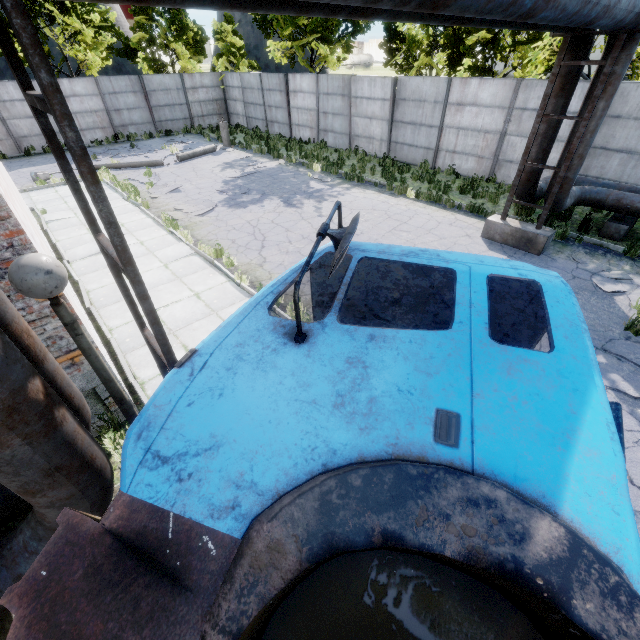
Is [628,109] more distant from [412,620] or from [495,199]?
[412,620]

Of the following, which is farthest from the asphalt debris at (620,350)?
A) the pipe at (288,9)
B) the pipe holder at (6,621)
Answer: the pipe holder at (6,621)

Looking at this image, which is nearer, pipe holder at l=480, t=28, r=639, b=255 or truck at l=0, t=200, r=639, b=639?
truck at l=0, t=200, r=639, b=639

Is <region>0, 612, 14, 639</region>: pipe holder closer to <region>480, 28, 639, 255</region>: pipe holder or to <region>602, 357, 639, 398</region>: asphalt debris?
<region>602, 357, 639, 398</region>: asphalt debris

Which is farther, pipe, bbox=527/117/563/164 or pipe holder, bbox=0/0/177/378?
pipe, bbox=527/117/563/164

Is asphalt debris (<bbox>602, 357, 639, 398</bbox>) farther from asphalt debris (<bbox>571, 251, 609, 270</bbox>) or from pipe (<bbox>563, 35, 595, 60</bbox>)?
pipe (<bbox>563, 35, 595, 60</bbox>)

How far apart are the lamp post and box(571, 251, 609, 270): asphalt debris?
10.6 meters

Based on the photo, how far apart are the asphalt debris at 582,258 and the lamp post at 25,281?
10.6m
